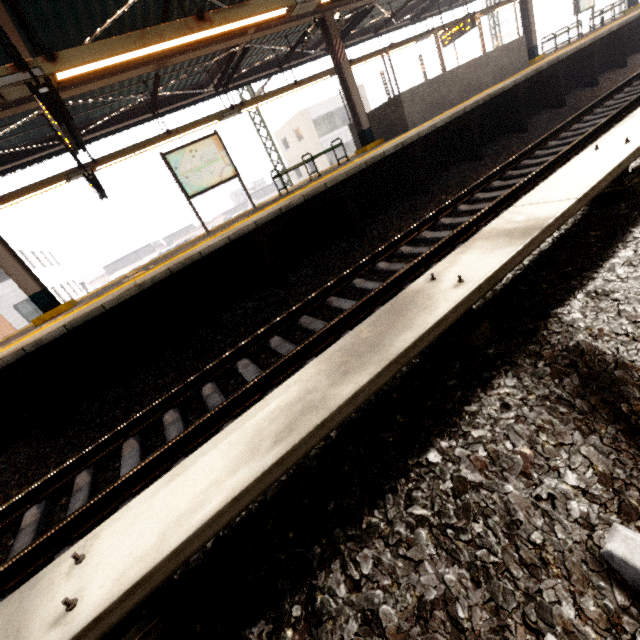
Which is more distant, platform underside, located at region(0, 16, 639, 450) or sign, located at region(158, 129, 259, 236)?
sign, located at region(158, 129, 259, 236)

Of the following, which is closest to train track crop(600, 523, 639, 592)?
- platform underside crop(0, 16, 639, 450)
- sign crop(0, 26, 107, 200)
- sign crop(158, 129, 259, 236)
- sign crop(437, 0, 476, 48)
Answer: platform underside crop(0, 16, 639, 450)

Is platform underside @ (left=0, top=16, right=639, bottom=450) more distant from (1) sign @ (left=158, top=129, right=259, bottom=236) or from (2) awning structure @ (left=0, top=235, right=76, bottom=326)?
(1) sign @ (left=158, top=129, right=259, bottom=236)

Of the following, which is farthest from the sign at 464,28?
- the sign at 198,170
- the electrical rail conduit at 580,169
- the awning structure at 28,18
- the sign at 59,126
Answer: the sign at 59,126

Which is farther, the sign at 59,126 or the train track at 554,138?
the sign at 59,126

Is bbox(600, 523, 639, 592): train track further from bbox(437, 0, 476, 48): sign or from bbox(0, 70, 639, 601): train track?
bbox(437, 0, 476, 48): sign

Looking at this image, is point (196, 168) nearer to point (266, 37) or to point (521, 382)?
point (266, 37)

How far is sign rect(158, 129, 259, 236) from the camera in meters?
7.7 m
